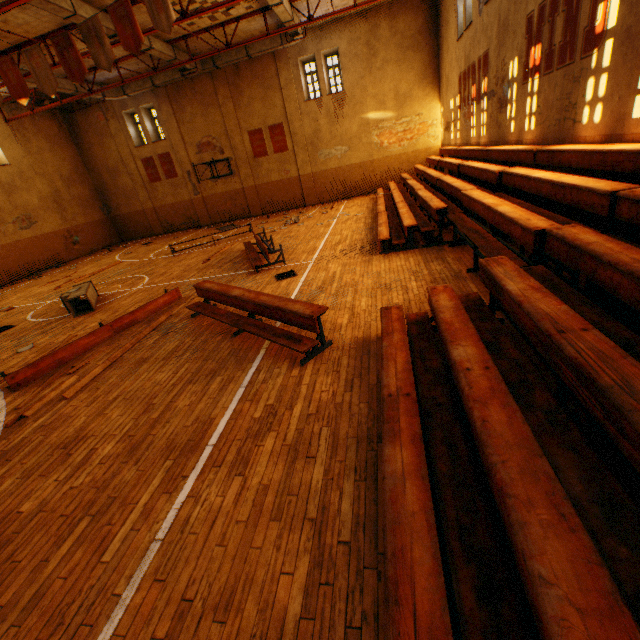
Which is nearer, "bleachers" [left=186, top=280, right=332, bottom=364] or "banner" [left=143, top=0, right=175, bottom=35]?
"bleachers" [left=186, top=280, right=332, bottom=364]

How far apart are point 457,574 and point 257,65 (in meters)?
23.73

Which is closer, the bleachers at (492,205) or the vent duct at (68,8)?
the bleachers at (492,205)

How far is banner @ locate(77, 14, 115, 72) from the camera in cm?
878

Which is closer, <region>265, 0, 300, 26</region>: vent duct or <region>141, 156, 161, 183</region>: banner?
<region>265, 0, 300, 26</region>: vent duct

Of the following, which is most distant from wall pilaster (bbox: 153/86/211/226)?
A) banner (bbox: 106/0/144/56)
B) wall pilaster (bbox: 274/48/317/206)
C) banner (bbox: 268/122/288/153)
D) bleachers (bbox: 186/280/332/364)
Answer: bleachers (bbox: 186/280/332/364)

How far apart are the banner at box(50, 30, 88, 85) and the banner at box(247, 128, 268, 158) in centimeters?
1198cm

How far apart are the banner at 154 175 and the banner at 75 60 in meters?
13.0
